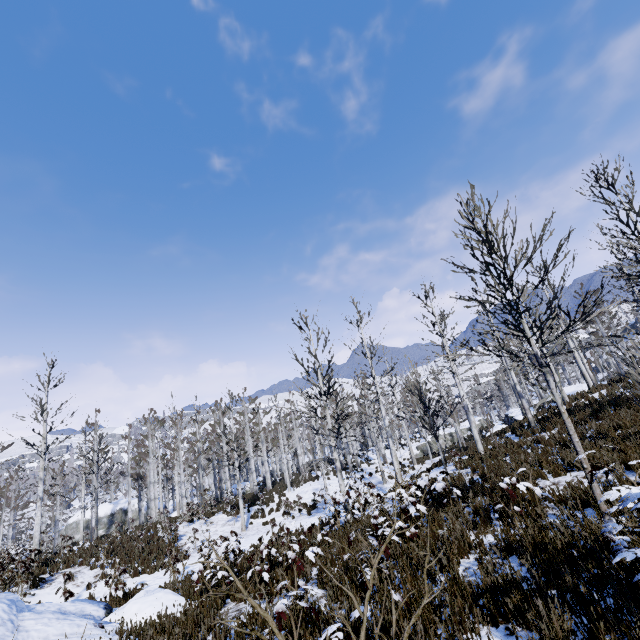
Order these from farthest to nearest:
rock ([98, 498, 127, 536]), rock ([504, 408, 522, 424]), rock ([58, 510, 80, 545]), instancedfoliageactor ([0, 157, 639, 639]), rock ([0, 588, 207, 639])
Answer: rock ([98, 498, 127, 536])
rock ([58, 510, 80, 545])
rock ([504, 408, 522, 424])
rock ([0, 588, 207, 639])
instancedfoliageactor ([0, 157, 639, 639])

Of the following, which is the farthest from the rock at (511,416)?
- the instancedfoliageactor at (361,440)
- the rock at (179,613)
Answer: the rock at (179,613)

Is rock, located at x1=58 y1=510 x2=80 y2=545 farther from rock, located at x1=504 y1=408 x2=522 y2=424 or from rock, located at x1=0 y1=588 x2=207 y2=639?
rock, located at x1=504 y1=408 x2=522 y2=424

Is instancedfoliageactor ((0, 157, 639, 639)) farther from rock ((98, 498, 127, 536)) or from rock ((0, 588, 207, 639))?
rock ((98, 498, 127, 536))

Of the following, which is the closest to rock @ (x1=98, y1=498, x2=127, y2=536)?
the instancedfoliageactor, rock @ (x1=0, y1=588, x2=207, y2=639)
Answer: the instancedfoliageactor

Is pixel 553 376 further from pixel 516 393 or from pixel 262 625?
pixel 516 393

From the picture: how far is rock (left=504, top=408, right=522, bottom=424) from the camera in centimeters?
3128cm

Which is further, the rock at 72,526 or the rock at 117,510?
the rock at 117,510
